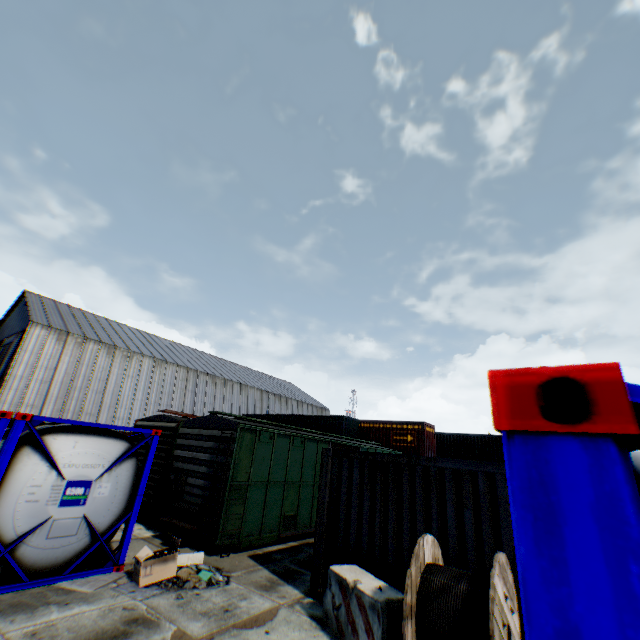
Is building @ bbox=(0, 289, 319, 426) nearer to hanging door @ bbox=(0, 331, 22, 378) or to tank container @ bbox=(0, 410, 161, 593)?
hanging door @ bbox=(0, 331, 22, 378)

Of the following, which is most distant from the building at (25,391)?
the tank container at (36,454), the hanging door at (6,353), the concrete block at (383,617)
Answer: the concrete block at (383,617)

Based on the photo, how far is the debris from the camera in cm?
663

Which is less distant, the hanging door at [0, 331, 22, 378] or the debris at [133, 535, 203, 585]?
the debris at [133, 535, 203, 585]

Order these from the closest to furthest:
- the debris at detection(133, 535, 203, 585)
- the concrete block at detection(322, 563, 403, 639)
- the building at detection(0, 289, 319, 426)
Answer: the concrete block at detection(322, 563, 403, 639) < the debris at detection(133, 535, 203, 585) < the building at detection(0, 289, 319, 426)

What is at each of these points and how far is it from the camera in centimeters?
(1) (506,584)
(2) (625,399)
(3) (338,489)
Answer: (1) cable spool, 446cm
(2) tank container, 58cm
(3) storage container, 751cm

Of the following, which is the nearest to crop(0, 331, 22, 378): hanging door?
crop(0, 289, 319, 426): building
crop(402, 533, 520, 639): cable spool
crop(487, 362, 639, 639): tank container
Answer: crop(0, 289, 319, 426): building

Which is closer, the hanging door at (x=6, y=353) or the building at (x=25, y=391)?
the building at (x=25, y=391)
